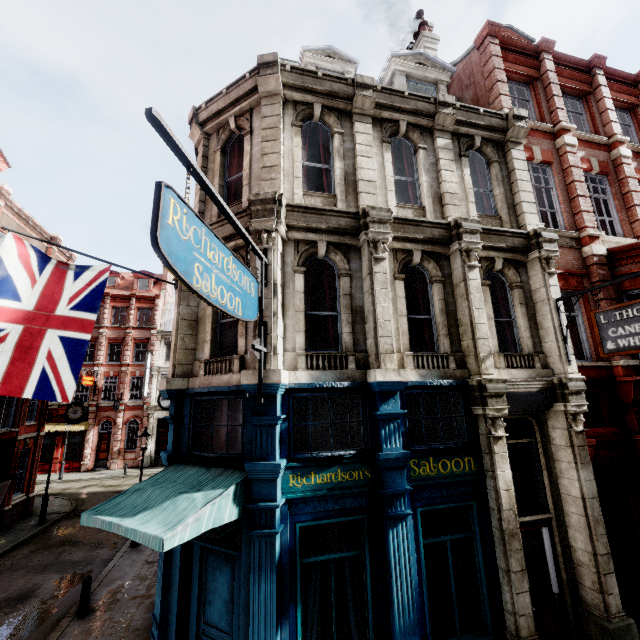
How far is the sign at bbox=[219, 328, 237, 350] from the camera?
7.5 meters

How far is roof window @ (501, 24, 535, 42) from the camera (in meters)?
13.79

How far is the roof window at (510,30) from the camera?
13.8 meters

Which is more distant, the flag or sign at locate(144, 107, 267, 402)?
the flag

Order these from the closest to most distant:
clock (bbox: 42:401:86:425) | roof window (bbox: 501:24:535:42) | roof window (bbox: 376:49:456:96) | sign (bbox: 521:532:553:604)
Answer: sign (bbox: 521:532:553:604), roof window (bbox: 376:49:456:96), roof window (bbox: 501:24:535:42), clock (bbox: 42:401:86:425)

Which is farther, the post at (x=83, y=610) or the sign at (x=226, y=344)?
the post at (x=83, y=610)

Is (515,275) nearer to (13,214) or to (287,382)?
(287,382)

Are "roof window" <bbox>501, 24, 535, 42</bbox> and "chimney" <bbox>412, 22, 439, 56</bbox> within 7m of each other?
yes
